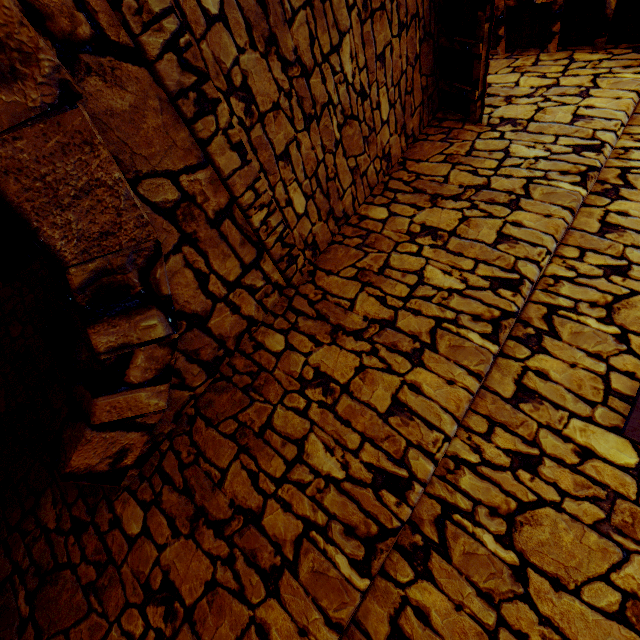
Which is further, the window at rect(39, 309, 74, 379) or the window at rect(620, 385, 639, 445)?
the window at rect(39, 309, 74, 379)

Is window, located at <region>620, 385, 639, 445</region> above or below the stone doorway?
above

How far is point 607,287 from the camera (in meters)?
1.81

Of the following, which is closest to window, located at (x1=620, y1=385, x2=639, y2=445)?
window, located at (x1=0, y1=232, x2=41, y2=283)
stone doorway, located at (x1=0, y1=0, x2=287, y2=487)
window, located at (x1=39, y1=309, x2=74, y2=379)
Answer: stone doorway, located at (x1=0, y1=0, x2=287, y2=487)

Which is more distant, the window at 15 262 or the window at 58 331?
the window at 15 262

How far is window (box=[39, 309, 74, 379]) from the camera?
2.6m

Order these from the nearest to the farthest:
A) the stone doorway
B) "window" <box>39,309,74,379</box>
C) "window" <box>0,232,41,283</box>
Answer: the stone doorway, "window" <box>39,309,74,379</box>, "window" <box>0,232,41,283</box>

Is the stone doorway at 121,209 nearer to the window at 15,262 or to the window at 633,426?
the window at 633,426
